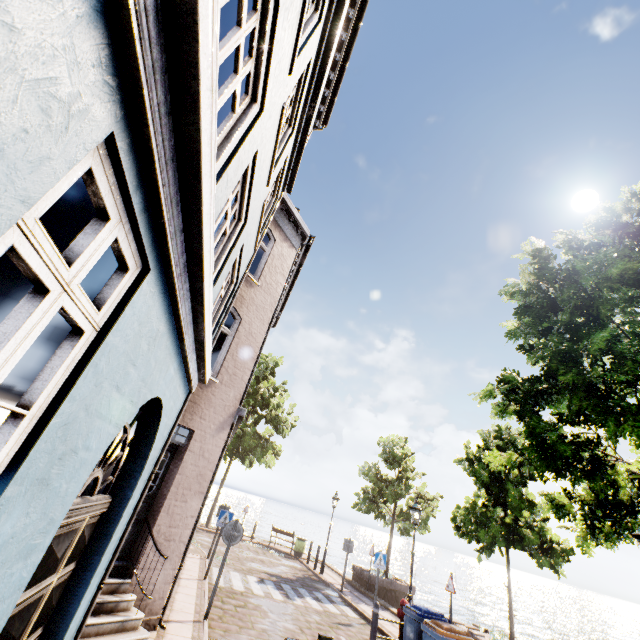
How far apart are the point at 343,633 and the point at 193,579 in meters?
4.7 m
